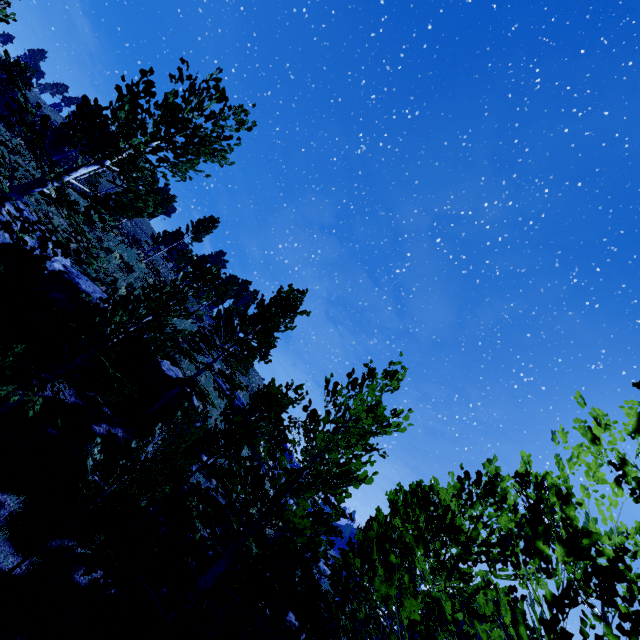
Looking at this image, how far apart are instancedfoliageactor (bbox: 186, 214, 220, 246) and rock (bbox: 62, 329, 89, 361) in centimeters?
3015cm

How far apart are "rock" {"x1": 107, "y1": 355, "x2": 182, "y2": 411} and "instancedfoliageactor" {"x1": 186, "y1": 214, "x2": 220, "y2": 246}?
30.0 meters

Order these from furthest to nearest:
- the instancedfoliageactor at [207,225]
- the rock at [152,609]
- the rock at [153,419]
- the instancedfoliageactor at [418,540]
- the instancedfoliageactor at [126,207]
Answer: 1. the instancedfoliageactor at [207,225]
2. the rock at [153,419]
3. the rock at [152,609]
4. the instancedfoliageactor at [126,207]
5. the instancedfoliageactor at [418,540]

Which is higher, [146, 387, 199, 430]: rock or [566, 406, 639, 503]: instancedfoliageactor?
[566, 406, 639, 503]: instancedfoliageactor

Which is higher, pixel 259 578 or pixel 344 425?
pixel 344 425

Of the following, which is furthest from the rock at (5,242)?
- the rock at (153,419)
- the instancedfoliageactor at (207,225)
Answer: the instancedfoliageactor at (207,225)

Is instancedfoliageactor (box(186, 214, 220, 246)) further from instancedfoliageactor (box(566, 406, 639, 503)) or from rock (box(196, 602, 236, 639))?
rock (box(196, 602, 236, 639))
